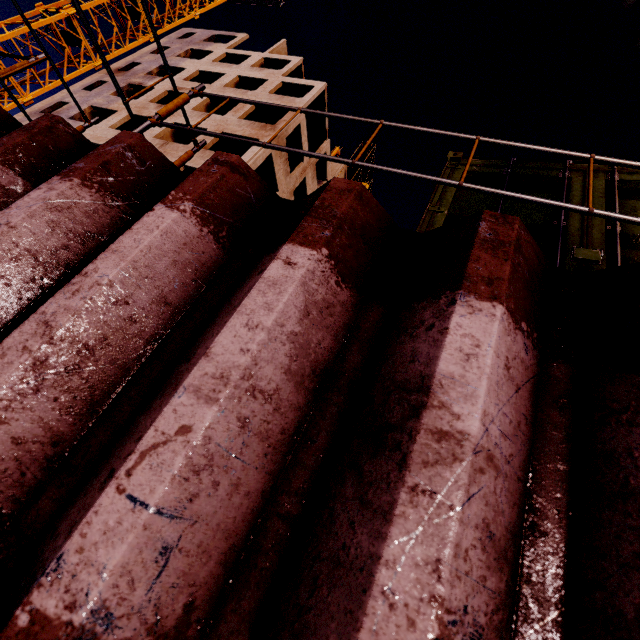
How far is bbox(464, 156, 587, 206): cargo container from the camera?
2.7m

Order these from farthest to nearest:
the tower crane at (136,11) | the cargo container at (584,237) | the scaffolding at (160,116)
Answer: the tower crane at (136,11) → the cargo container at (584,237) → the scaffolding at (160,116)

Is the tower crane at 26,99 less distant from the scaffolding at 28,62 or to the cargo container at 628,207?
the scaffolding at 28,62

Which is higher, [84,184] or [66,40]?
[66,40]

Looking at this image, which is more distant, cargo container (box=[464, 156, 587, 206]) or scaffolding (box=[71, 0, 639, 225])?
cargo container (box=[464, 156, 587, 206])

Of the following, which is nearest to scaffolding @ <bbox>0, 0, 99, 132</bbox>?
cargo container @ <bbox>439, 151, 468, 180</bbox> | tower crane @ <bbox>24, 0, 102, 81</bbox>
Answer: cargo container @ <bbox>439, 151, 468, 180</bbox>

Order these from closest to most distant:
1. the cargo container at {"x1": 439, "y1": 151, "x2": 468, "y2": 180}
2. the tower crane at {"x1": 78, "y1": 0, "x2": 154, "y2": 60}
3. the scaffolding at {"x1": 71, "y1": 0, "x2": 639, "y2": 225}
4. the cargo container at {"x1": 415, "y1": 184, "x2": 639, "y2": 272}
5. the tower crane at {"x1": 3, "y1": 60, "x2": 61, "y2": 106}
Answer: the scaffolding at {"x1": 71, "y1": 0, "x2": 639, "y2": 225}
the cargo container at {"x1": 415, "y1": 184, "x2": 639, "y2": 272}
the cargo container at {"x1": 439, "y1": 151, "x2": 468, "y2": 180}
the tower crane at {"x1": 3, "y1": 60, "x2": 61, "y2": 106}
the tower crane at {"x1": 78, "y1": 0, "x2": 154, "y2": 60}
